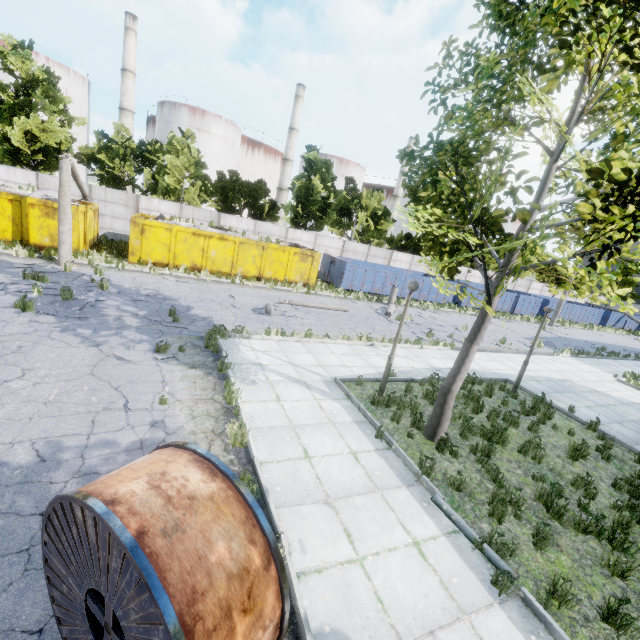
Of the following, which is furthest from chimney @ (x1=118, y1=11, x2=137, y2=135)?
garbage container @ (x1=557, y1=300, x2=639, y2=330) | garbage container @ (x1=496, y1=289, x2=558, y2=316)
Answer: garbage container @ (x1=557, y1=300, x2=639, y2=330)

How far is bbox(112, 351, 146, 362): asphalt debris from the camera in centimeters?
810cm

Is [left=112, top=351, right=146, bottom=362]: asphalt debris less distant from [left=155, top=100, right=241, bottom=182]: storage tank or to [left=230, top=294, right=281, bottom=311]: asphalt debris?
[left=230, top=294, right=281, bottom=311]: asphalt debris

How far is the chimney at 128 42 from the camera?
42.2 meters

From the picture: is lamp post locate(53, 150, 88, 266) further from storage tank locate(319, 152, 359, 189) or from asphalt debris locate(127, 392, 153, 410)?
storage tank locate(319, 152, 359, 189)

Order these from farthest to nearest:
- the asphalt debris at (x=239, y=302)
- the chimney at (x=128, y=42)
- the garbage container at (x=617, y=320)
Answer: the chimney at (x=128, y=42), the garbage container at (x=617, y=320), the asphalt debris at (x=239, y=302)

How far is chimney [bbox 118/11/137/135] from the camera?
42.25m

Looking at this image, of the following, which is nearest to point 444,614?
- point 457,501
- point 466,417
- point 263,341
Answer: point 457,501
